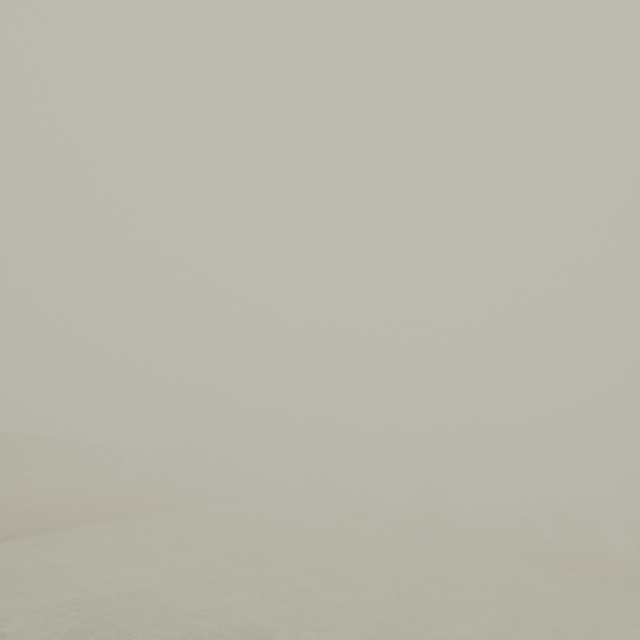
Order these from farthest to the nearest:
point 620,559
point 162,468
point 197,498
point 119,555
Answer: point 162,468 → point 197,498 → point 620,559 → point 119,555
